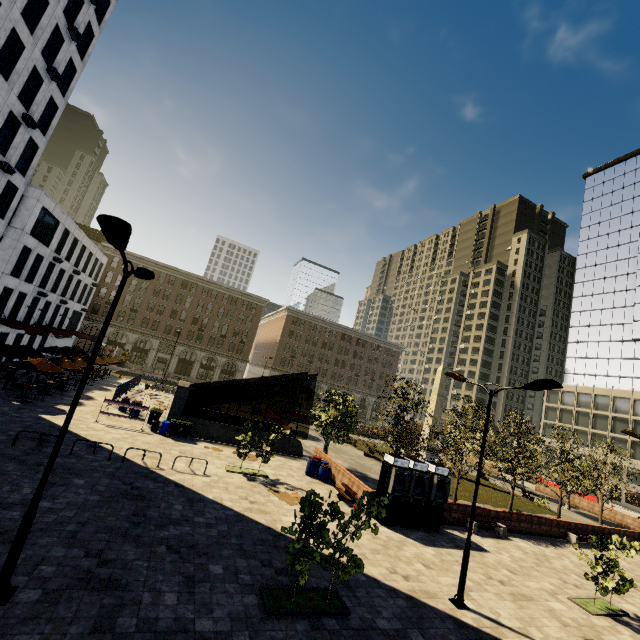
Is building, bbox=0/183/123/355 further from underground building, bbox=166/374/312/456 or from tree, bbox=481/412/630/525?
tree, bbox=481/412/630/525

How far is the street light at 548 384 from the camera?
10.6 meters

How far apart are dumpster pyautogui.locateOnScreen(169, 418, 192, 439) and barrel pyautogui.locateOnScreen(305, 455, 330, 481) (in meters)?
9.04

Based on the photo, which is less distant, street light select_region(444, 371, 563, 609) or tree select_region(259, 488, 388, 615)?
tree select_region(259, 488, 388, 615)

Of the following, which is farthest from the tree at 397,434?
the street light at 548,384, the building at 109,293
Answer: the building at 109,293

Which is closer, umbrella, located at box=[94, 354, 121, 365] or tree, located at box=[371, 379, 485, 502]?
tree, located at box=[371, 379, 485, 502]

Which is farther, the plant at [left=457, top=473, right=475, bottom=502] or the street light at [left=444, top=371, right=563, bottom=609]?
the plant at [left=457, top=473, right=475, bottom=502]

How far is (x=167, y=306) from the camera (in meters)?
59.94
